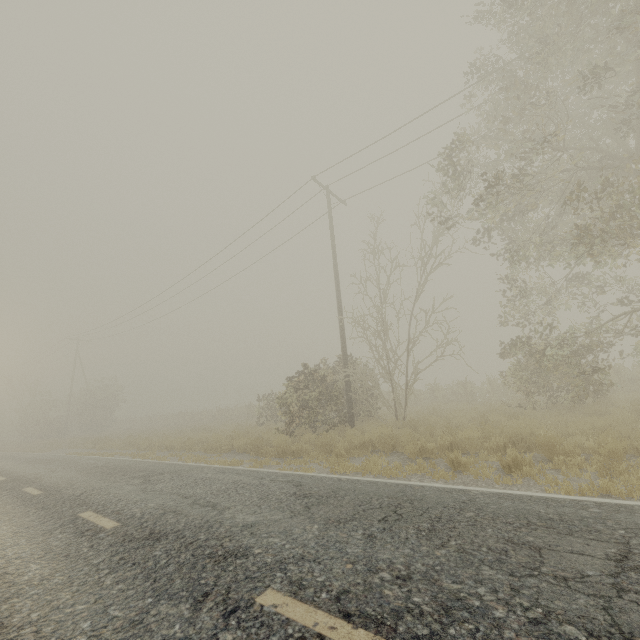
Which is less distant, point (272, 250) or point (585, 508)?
point (585, 508)
